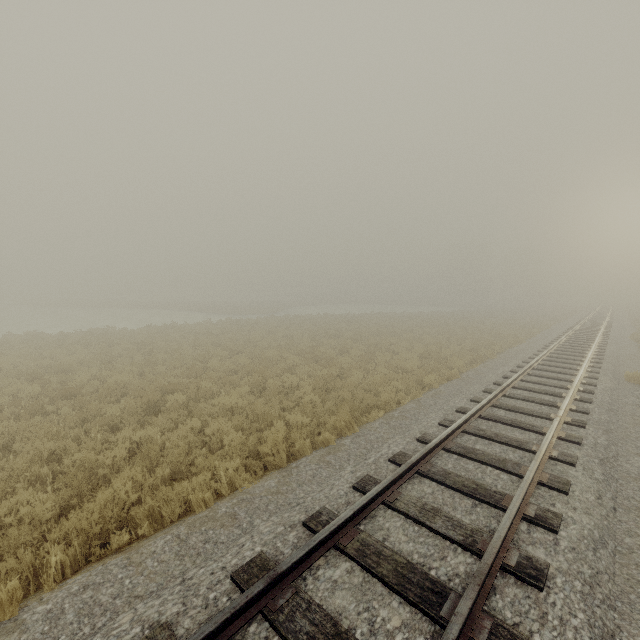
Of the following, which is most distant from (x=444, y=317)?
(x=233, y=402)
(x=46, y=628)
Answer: (x=46, y=628)
